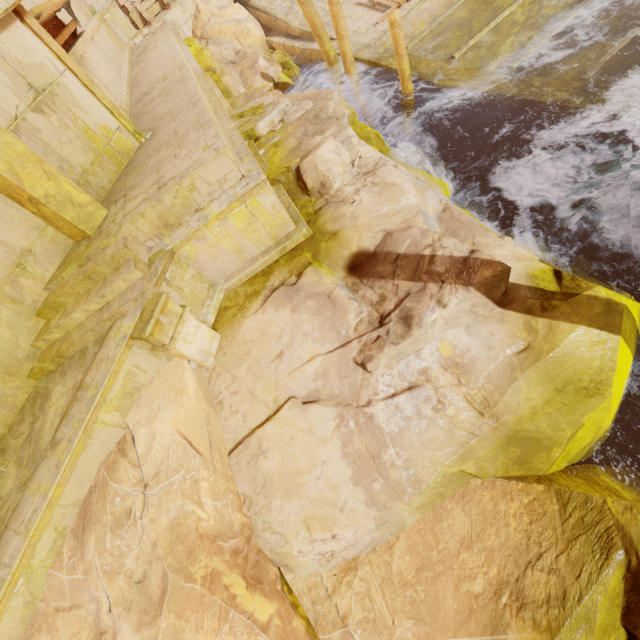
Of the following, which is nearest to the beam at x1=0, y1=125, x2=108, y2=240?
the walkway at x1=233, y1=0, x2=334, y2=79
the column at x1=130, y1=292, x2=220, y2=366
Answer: the column at x1=130, y1=292, x2=220, y2=366

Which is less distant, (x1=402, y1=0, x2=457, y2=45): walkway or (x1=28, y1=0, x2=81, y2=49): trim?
(x1=28, y1=0, x2=81, y2=49): trim

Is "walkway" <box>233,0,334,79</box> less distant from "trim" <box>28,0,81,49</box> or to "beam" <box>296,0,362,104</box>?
"beam" <box>296,0,362,104</box>

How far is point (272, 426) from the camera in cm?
368

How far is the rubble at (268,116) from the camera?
6.81m

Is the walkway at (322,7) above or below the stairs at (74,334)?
below

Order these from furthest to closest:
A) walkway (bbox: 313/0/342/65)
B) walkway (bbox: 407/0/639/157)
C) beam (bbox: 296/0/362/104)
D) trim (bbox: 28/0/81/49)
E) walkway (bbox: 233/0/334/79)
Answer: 1. walkway (bbox: 233/0/334/79)
2. walkway (bbox: 313/0/342/65)
3. beam (bbox: 296/0/362/104)
4. walkway (bbox: 407/0/639/157)
5. trim (bbox: 28/0/81/49)

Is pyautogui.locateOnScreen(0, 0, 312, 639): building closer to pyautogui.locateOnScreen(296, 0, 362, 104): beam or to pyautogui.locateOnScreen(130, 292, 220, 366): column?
pyautogui.locateOnScreen(130, 292, 220, 366): column
